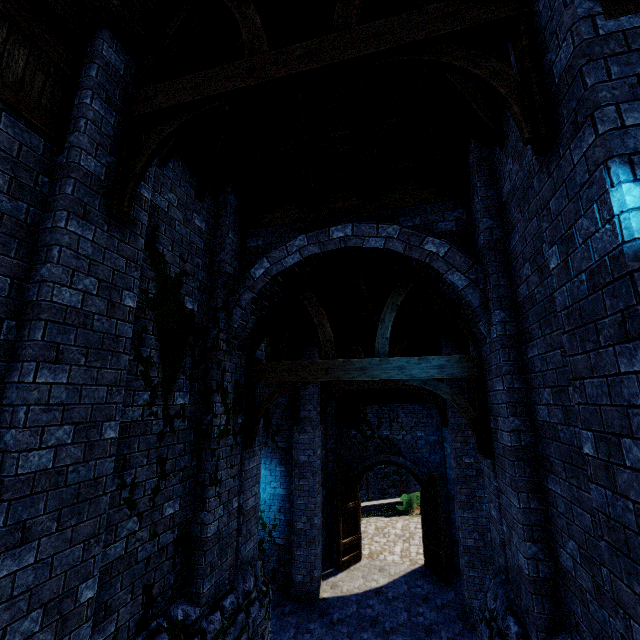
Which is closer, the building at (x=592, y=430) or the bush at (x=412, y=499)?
the building at (x=592, y=430)

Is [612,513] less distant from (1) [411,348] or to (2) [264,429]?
(2) [264,429]

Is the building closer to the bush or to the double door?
the double door

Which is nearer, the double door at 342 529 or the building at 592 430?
the building at 592 430

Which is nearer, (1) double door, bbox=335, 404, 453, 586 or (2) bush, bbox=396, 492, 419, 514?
(1) double door, bbox=335, 404, 453, 586

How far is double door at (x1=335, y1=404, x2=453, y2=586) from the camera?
11.68m

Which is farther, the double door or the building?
the double door

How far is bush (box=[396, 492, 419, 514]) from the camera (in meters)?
19.36
